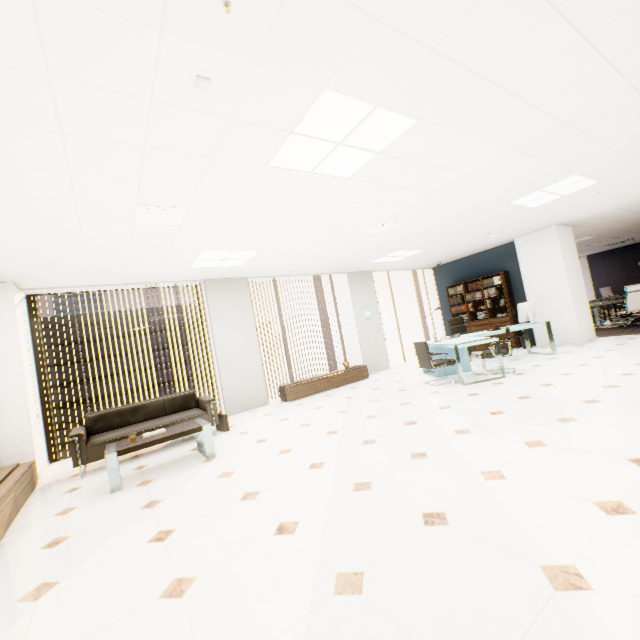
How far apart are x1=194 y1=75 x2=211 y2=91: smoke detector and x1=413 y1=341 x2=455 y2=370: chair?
5.40m

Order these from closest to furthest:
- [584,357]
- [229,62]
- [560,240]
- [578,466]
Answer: [229,62]
[578,466]
[584,357]
[560,240]

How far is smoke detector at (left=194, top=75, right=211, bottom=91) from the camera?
1.9 meters

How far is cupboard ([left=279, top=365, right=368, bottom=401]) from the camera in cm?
728

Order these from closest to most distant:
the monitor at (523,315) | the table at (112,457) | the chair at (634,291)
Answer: the table at (112,457) → the monitor at (523,315) → the chair at (634,291)

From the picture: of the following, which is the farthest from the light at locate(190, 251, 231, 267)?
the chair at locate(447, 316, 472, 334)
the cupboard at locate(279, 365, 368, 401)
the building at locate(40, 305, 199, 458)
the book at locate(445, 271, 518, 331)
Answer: the building at locate(40, 305, 199, 458)

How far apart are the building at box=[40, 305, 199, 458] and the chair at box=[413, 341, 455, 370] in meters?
59.3 m

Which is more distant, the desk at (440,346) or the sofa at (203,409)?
the desk at (440,346)
